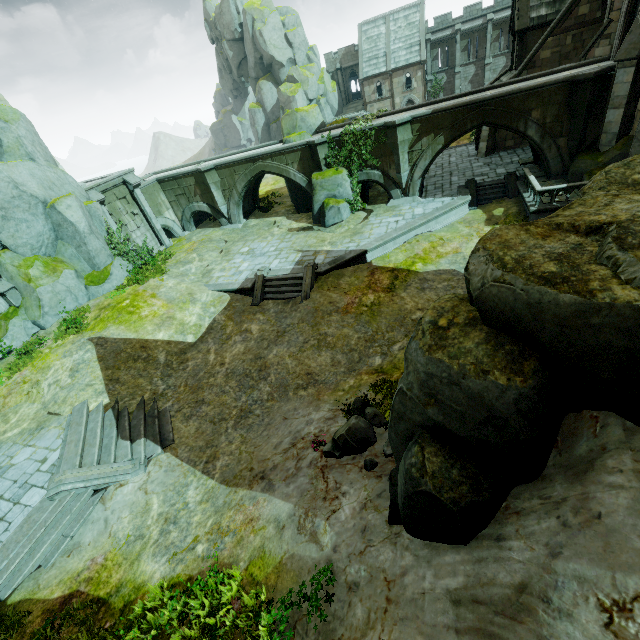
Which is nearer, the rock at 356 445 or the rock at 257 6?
the rock at 356 445

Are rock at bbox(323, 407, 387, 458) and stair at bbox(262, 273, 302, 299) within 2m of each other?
no

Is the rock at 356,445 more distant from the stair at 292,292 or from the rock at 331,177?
the rock at 331,177

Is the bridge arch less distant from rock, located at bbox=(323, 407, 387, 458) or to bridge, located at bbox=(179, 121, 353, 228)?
bridge, located at bbox=(179, 121, 353, 228)

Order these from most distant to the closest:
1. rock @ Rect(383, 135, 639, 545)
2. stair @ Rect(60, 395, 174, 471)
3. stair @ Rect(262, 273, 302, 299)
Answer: stair @ Rect(262, 273, 302, 299) < stair @ Rect(60, 395, 174, 471) < rock @ Rect(383, 135, 639, 545)

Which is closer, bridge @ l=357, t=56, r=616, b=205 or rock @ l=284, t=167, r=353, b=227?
bridge @ l=357, t=56, r=616, b=205

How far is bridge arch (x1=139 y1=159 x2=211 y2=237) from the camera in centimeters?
2594cm

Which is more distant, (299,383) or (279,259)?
(279,259)
